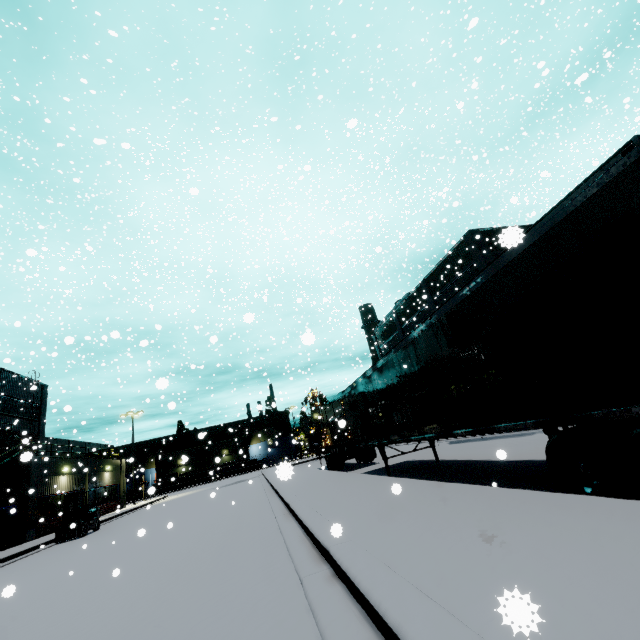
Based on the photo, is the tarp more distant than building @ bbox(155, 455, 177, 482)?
No

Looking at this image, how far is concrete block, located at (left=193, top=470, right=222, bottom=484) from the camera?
57.4m

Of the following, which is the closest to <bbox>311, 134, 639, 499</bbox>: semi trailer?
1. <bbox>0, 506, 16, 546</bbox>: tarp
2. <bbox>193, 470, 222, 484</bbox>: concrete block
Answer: <bbox>193, 470, 222, 484</bbox>: concrete block

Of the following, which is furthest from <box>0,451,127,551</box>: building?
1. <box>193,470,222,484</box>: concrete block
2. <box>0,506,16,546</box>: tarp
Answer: <box>0,506,16,546</box>: tarp

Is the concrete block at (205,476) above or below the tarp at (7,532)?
above

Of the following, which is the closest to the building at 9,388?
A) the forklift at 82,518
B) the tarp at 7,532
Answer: the tarp at 7,532

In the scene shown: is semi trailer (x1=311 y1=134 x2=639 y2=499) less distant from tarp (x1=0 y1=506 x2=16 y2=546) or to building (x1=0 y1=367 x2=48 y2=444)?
building (x1=0 y1=367 x2=48 y2=444)

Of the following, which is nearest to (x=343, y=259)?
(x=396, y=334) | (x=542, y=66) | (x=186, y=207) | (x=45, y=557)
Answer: (x=396, y=334)
